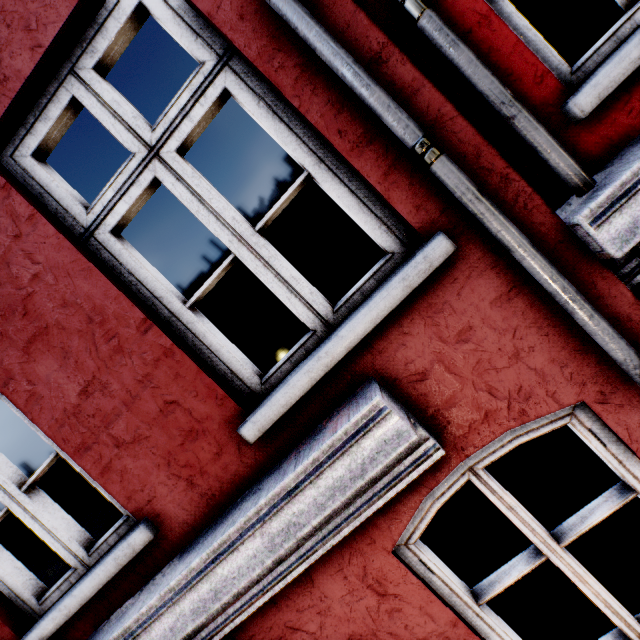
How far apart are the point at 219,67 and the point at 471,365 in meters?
1.7
